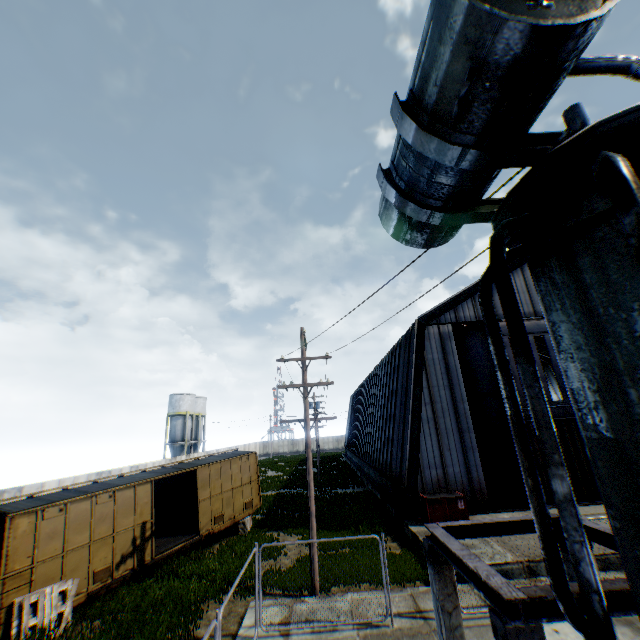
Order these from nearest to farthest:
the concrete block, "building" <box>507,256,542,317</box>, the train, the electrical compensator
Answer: the electrical compensator, the train, the concrete block, "building" <box>507,256,542,317</box>

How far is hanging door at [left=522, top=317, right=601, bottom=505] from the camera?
17.23m

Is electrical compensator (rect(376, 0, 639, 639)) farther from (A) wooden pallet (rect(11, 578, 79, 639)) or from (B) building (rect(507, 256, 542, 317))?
(B) building (rect(507, 256, 542, 317))

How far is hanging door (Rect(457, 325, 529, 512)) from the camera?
17.7 meters

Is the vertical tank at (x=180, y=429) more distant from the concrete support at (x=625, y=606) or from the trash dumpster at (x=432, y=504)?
the concrete support at (x=625, y=606)

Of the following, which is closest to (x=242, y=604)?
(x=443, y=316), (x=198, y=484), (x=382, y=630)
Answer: (x=382, y=630)

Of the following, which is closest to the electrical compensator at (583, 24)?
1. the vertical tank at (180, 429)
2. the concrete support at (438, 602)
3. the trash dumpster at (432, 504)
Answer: the concrete support at (438, 602)

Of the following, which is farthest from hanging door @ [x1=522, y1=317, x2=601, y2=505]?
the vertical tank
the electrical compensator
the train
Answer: the vertical tank
